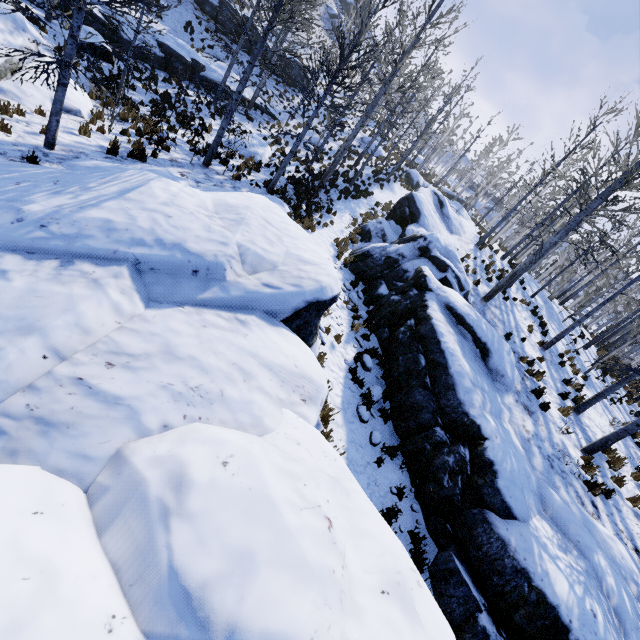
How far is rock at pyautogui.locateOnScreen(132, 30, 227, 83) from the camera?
17.8m

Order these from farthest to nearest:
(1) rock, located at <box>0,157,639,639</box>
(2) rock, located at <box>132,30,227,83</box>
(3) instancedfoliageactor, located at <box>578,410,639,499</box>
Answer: (2) rock, located at <box>132,30,227,83</box> → (3) instancedfoliageactor, located at <box>578,410,639,499</box> → (1) rock, located at <box>0,157,639,639</box>

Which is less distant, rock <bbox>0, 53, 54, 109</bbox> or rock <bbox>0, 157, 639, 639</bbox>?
rock <bbox>0, 157, 639, 639</bbox>

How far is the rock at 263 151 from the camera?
16.00m

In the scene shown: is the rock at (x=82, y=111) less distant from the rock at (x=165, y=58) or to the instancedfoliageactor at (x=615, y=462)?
the rock at (x=165, y=58)

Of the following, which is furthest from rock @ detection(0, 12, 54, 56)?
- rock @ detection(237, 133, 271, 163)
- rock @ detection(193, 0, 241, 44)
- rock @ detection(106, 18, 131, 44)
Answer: rock @ detection(193, 0, 241, 44)

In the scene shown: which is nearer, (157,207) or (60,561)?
(60,561)

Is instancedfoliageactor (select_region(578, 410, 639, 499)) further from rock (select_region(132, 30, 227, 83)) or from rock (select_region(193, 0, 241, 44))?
rock (select_region(193, 0, 241, 44))
